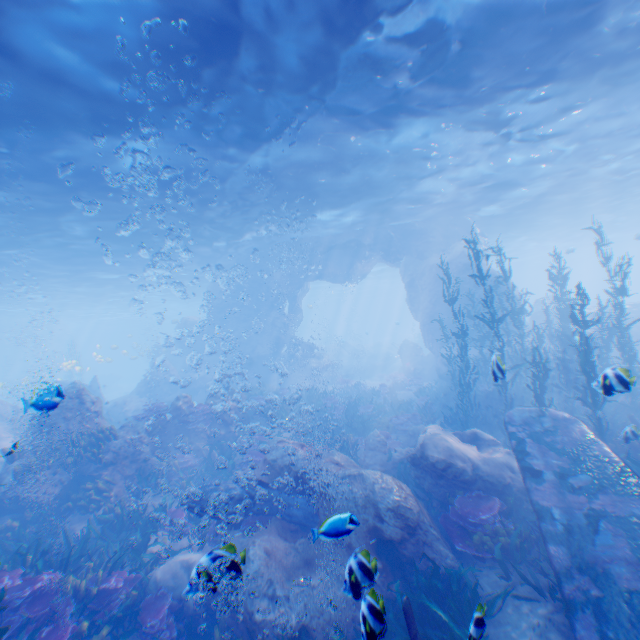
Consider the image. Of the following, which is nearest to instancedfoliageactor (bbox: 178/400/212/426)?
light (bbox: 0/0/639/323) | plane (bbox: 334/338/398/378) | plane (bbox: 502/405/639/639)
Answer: plane (bbox: 502/405/639/639)

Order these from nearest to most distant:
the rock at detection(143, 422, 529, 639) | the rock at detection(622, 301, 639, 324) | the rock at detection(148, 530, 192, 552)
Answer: the rock at detection(143, 422, 529, 639)
the rock at detection(148, 530, 192, 552)
the rock at detection(622, 301, 639, 324)

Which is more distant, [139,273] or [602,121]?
[139,273]

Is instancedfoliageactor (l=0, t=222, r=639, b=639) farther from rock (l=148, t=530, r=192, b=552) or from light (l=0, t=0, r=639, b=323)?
→ light (l=0, t=0, r=639, b=323)

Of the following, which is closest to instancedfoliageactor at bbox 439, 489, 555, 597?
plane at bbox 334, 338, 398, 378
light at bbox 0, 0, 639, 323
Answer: light at bbox 0, 0, 639, 323

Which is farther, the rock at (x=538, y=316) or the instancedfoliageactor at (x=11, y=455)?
the rock at (x=538, y=316)

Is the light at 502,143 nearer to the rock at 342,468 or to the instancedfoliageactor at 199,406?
the rock at 342,468

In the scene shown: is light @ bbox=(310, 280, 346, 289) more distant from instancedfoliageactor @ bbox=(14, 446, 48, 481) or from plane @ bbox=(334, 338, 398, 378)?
instancedfoliageactor @ bbox=(14, 446, 48, 481)
